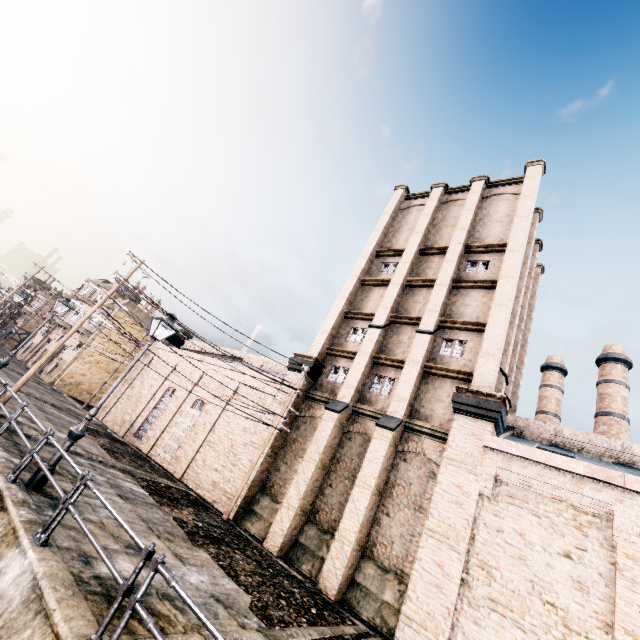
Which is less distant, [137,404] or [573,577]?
[573,577]

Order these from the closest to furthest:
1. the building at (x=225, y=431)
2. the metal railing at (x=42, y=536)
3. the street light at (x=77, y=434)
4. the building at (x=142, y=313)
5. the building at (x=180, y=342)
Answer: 1. the metal railing at (x=42, y=536)
2. the street light at (x=77, y=434)
3. the building at (x=225, y=431)
4. the building at (x=180, y=342)
5. the building at (x=142, y=313)

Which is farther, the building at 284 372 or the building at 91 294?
the building at 91 294

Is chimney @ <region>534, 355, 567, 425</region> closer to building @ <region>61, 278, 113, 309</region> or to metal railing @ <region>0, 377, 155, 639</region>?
building @ <region>61, 278, 113, 309</region>

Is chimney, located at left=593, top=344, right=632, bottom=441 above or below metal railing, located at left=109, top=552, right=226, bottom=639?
above

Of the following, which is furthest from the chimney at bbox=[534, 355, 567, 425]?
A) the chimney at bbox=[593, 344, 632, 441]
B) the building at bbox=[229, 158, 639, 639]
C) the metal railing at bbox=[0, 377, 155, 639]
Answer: the metal railing at bbox=[0, 377, 155, 639]

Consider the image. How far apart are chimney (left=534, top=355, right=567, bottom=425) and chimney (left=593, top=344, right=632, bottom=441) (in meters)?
2.53

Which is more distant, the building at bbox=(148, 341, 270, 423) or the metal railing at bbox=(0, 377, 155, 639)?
the building at bbox=(148, 341, 270, 423)
